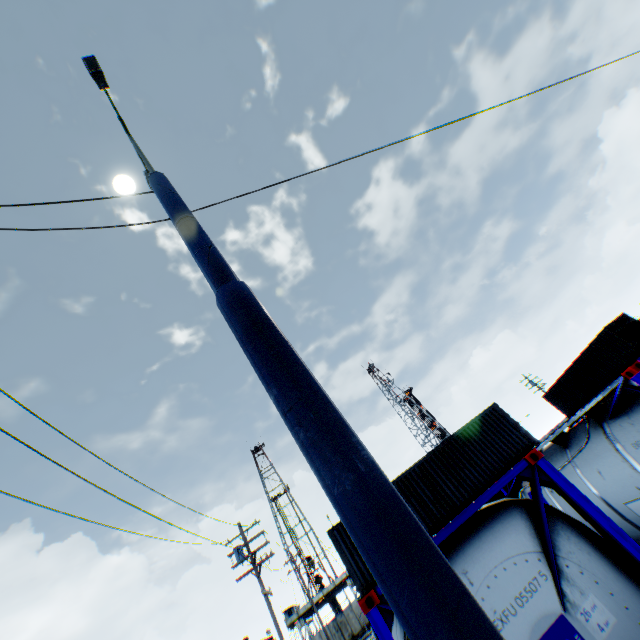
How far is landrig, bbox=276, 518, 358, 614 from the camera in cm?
5022

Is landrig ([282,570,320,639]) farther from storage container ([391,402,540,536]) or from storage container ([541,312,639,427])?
storage container ([391,402,540,536])

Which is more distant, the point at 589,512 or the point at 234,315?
the point at 589,512

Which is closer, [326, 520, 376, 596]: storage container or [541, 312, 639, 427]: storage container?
[326, 520, 376, 596]: storage container

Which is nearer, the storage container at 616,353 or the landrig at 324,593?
the storage container at 616,353

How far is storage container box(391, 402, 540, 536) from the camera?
16.31m

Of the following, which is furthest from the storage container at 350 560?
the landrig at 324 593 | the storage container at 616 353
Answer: the landrig at 324 593

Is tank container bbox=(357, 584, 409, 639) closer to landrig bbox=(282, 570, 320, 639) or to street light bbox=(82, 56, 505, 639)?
street light bbox=(82, 56, 505, 639)
